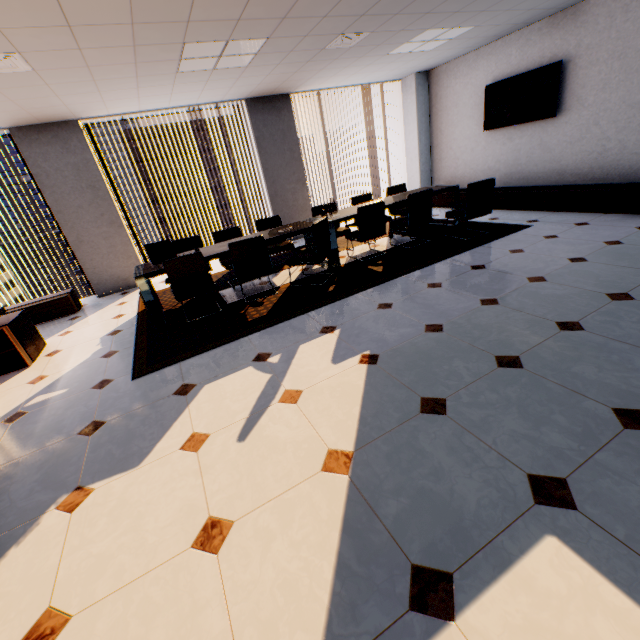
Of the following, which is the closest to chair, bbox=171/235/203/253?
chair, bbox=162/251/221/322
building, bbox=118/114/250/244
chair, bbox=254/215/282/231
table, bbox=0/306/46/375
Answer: chair, bbox=254/215/282/231

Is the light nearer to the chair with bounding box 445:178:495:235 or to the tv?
the chair with bounding box 445:178:495:235

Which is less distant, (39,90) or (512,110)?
(39,90)

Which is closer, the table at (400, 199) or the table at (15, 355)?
the table at (15, 355)

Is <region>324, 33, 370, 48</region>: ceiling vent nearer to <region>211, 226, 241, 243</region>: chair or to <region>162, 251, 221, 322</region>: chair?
<region>211, 226, 241, 243</region>: chair

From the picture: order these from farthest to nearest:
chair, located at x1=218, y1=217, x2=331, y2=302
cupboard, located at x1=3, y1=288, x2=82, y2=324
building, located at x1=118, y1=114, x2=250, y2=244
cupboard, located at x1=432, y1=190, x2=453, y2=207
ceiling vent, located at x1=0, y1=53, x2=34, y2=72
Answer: building, located at x1=118, y1=114, x2=250, y2=244, cupboard, located at x1=432, y1=190, x2=453, y2=207, cupboard, located at x1=3, y1=288, x2=82, y2=324, chair, located at x1=218, y1=217, x2=331, y2=302, ceiling vent, located at x1=0, y1=53, x2=34, y2=72

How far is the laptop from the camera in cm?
429

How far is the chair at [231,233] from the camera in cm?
538
